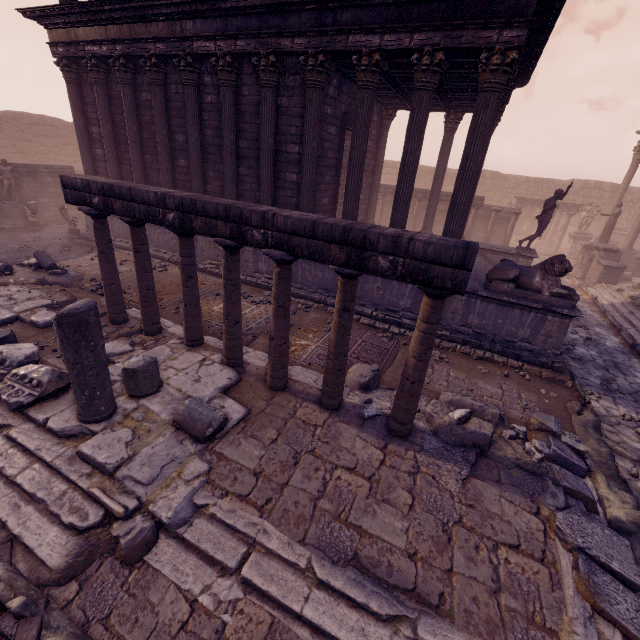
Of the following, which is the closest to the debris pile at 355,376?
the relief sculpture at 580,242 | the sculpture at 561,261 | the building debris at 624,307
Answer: the relief sculpture at 580,242

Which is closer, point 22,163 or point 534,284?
point 534,284

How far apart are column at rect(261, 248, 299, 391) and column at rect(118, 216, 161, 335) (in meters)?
2.87

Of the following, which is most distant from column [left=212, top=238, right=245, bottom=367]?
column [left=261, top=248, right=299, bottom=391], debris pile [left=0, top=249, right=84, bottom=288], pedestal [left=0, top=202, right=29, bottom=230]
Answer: pedestal [left=0, top=202, right=29, bottom=230]

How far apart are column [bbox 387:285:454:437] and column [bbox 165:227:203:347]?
3.88m

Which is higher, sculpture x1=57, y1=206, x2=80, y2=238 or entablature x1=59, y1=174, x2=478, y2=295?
entablature x1=59, y1=174, x2=478, y2=295

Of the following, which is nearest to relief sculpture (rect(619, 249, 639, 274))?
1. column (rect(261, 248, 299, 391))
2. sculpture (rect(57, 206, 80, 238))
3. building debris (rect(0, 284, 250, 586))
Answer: building debris (rect(0, 284, 250, 586))

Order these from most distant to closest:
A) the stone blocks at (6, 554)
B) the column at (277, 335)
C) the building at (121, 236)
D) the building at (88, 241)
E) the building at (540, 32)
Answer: the building at (88, 241) < the building at (121, 236) < the building at (540, 32) < the column at (277, 335) < the stone blocks at (6, 554)
